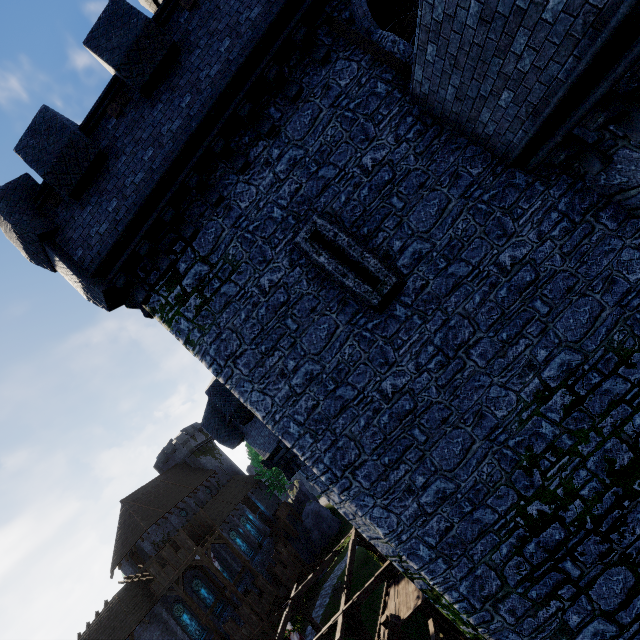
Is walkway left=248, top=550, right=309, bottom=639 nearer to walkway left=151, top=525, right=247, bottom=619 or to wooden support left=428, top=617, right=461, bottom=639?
walkway left=151, top=525, right=247, bottom=619

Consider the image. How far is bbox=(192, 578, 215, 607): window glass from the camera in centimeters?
3192cm

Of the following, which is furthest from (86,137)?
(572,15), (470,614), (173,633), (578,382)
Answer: (173,633)

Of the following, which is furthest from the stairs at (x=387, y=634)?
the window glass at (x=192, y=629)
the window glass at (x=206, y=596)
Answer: the window glass at (x=206, y=596)

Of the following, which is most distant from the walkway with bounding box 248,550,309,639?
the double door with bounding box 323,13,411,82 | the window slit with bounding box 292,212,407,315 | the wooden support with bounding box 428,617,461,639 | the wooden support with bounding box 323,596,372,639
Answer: the double door with bounding box 323,13,411,82

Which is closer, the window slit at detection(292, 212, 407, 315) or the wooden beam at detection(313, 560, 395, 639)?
the window slit at detection(292, 212, 407, 315)

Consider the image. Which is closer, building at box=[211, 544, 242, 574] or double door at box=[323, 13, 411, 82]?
double door at box=[323, 13, 411, 82]

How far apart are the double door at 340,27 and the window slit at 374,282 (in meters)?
3.25
